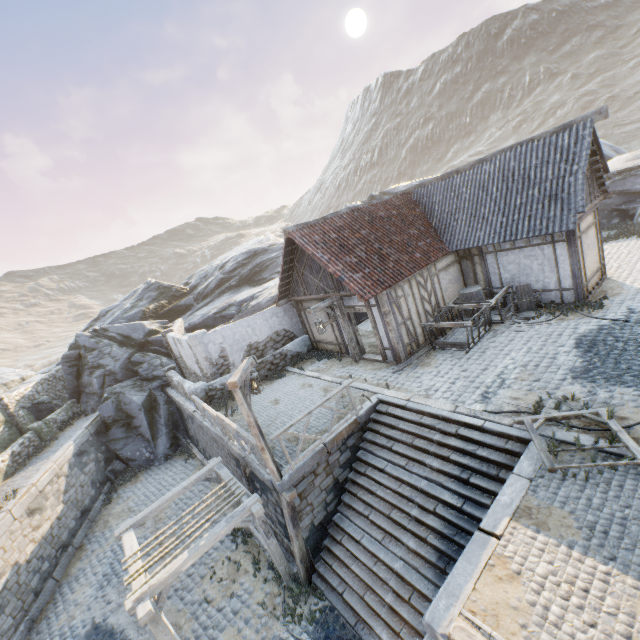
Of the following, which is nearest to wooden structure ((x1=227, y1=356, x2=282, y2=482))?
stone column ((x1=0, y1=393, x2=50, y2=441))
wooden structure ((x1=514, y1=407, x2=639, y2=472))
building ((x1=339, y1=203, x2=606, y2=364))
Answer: building ((x1=339, y1=203, x2=606, y2=364))

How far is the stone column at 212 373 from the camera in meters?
14.2 m

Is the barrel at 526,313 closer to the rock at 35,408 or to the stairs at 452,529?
the stairs at 452,529

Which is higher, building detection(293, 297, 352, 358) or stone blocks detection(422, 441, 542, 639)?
building detection(293, 297, 352, 358)

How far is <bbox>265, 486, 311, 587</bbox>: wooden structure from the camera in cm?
831

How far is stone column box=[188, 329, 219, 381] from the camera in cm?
1417

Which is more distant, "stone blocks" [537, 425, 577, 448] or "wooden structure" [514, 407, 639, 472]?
"stone blocks" [537, 425, 577, 448]

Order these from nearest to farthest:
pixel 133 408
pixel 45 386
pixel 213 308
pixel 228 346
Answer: pixel 228 346
pixel 133 408
pixel 45 386
pixel 213 308
